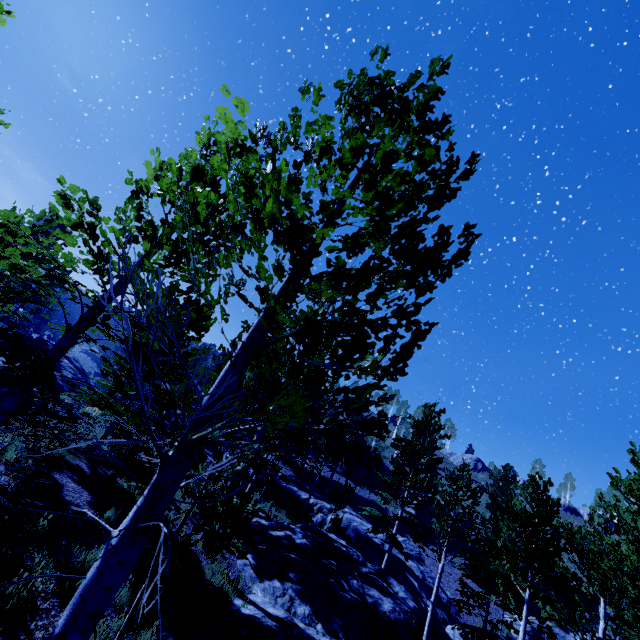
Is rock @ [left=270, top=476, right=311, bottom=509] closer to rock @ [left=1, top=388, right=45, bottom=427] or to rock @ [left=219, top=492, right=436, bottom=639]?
rock @ [left=219, top=492, right=436, bottom=639]

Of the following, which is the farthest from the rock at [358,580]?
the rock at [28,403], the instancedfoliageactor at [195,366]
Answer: the rock at [28,403]

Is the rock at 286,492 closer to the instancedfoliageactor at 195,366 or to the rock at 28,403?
the instancedfoliageactor at 195,366

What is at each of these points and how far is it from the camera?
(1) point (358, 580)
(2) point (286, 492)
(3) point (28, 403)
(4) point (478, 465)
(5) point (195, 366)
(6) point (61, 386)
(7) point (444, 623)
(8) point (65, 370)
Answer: (1) rock, 13.9 meters
(2) rock, 29.7 meters
(3) rock, 10.0 meters
(4) rock, 56.8 meters
(5) instancedfoliageactor, 35.0 meters
(6) rock, 16.8 meters
(7) rock, 19.1 meters
(8) rock, 19.0 meters

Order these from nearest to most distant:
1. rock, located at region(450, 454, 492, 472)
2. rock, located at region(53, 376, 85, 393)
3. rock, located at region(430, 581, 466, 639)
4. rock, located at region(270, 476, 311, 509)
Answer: rock, located at region(53, 376, 85, 393) → rock, located at region(430, 581, 466, 639) → rock, located at region(270, 476, 311, 509) → rock, located at region(450, 454, 492, 472)

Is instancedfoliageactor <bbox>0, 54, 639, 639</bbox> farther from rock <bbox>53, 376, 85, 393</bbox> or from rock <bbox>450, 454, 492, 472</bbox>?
rock <bbox>450, 454, 492, 472</bbox>

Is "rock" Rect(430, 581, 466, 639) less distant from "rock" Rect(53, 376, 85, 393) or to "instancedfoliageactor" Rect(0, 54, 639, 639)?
"instancedfoliageactor" Rect(0, 54, 639, 639)

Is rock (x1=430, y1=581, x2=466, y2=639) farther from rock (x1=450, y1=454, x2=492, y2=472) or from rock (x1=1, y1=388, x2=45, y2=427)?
rock (x1=450, y1=454, x2=492, y2=472)
